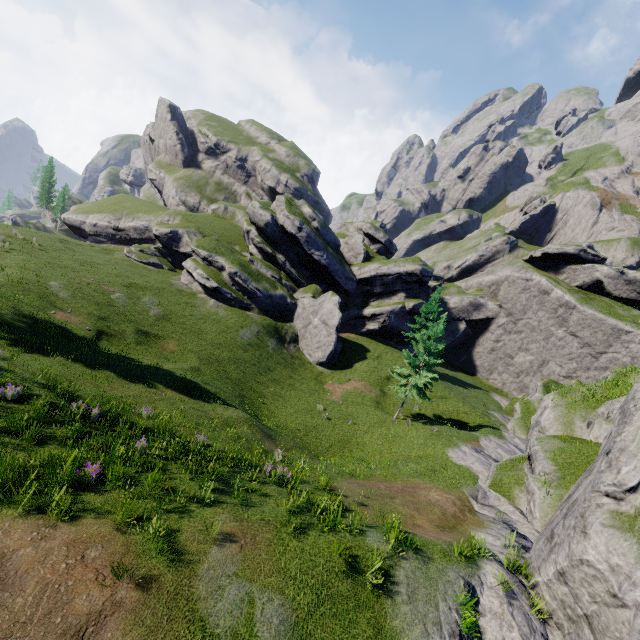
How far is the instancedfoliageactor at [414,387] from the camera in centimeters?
2825cm

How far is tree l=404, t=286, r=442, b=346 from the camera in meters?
40.2 m

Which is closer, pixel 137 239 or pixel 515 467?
pixel 515 467

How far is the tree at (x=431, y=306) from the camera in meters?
40.2 m

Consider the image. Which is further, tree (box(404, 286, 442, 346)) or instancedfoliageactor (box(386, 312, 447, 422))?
tree (box(404, 286, 442, 346))

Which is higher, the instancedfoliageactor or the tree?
the tree

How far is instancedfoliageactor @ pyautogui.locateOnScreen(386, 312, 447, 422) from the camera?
28.25m
